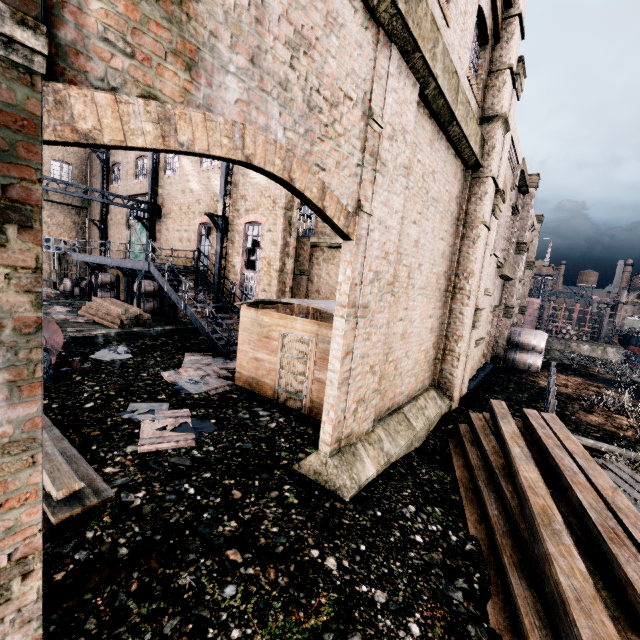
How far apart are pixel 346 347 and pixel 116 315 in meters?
16.6 m

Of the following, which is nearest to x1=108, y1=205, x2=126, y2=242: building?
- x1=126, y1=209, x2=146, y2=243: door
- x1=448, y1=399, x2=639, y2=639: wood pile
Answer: x1=126, y1=209, x2=146, y2=243: door

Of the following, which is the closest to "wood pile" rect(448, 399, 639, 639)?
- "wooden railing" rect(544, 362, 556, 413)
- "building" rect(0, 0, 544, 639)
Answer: "wooden railing" rect(544, 362, 556, 413)

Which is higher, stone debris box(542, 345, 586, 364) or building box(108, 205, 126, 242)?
→ building box(108, 205, 126, 242)

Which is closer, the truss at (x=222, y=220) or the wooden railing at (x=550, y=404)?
the wooden railing at (x=550, y=404)

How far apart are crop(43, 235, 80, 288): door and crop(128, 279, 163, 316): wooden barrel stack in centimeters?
1530cm

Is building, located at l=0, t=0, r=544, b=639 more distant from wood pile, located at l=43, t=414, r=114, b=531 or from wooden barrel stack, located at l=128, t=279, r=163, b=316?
wood pile, located at l=43, t=414, r=114, b=531

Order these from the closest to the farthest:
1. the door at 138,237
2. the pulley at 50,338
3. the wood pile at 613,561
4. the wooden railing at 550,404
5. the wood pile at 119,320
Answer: the wood pile at 613,561
the pulley at 50,338
the wooden railing at 550,404
the wood pile at 119,320
the door at 138,237
